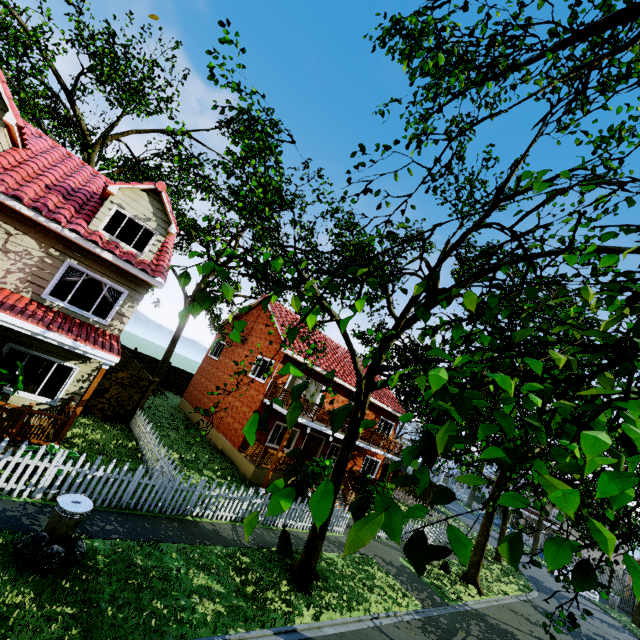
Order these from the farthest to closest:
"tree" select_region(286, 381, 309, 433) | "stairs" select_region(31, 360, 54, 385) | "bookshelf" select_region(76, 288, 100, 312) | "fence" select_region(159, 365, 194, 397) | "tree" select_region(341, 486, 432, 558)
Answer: "fence" select_region(159, 365, 194, 397) → "bookshelf" select_region(76, 288, 100, 312) → "stairs" select_region(31, 360, 54, 385) → "tree" select_region(286, 381, 309, 433) → "tree" select_region(341, 486, 432, 558)

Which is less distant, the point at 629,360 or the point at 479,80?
the point at 629,360

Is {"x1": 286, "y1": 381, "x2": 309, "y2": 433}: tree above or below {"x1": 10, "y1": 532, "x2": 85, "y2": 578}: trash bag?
above

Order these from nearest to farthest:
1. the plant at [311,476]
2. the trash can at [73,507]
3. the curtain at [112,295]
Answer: the trash can at [73,507] → the curtain at [112,295] → the plant at [311,476]

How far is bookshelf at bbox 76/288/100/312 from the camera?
14.6m

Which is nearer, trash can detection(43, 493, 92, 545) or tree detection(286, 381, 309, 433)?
tree detection(286, 381, 309, 433)

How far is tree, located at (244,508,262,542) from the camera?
1.1 meters

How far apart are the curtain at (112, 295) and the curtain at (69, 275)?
0.26m
